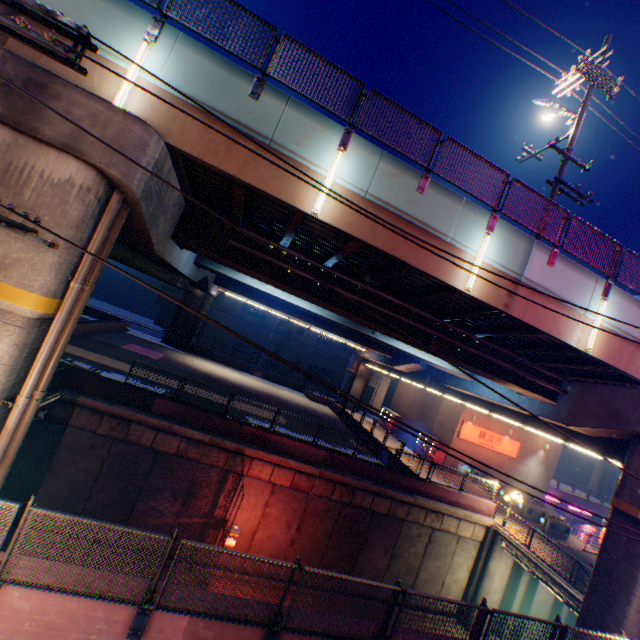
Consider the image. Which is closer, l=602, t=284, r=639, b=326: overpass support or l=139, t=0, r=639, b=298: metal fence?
l=139, t=0, r=639, b=298: metal fence

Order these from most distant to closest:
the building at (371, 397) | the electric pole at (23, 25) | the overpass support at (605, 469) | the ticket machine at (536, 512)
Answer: the building at (371, 397) < the overpass support at (605, 469) < the ticket machine at (536, 512) < the electric pole at (23, 25)

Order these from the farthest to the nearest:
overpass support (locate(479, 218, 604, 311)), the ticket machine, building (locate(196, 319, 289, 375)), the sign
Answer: building (locate(196, 319, 289, 375)) < the sign < the ticket machine < overpass support (locate(479, 218, 604, 311))

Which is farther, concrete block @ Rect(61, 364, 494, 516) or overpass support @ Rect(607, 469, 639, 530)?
concrete block @ Rect(61, 364, 494, 516)

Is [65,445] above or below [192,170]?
below

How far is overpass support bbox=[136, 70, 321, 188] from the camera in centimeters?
742cm

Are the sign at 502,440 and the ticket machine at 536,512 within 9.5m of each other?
yes

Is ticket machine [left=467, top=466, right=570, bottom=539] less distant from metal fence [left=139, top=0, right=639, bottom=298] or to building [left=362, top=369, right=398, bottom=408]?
metal fence [left=139, top=0, right=639, bottom=298]
